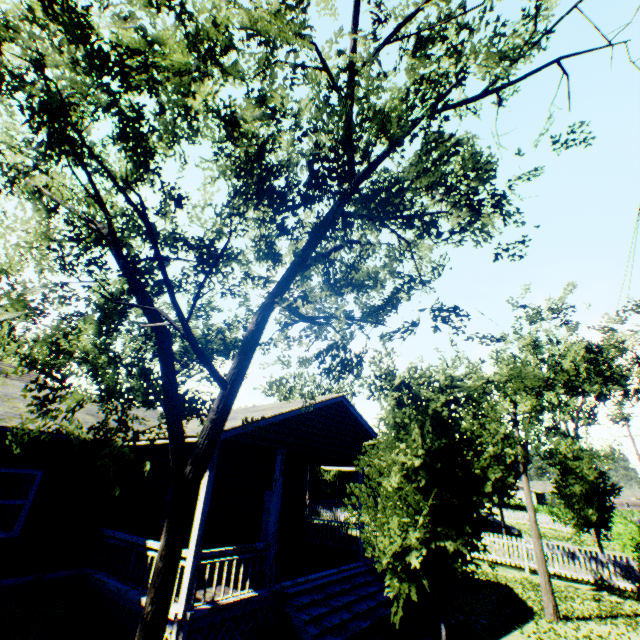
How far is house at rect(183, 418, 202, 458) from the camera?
7.9 meters

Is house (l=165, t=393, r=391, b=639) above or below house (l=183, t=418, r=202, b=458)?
below

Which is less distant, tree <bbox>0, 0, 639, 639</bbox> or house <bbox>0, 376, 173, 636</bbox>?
tree <bbox>0, 0, 639, 639</bbox>

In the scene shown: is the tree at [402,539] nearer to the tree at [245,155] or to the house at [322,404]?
the house at [322,404]

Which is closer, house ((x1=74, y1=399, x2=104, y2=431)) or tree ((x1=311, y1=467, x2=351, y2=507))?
house ((x1=74, y1=399, x2=104, y2=431))

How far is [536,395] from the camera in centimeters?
1245cm

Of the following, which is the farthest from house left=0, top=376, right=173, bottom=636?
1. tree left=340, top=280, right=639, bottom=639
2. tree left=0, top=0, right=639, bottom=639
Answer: tree left=340, top=280, right=639, bottom=639

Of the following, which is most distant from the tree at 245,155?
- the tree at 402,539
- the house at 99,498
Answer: the tree at 402,539
